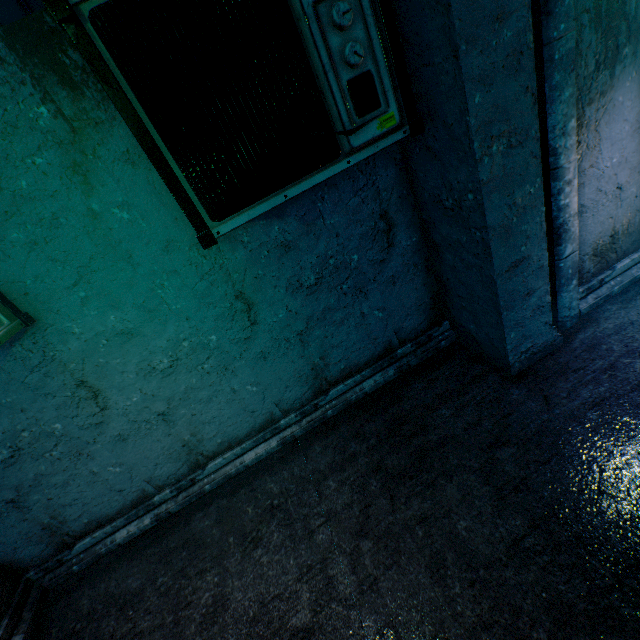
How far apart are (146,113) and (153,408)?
1.9 meters

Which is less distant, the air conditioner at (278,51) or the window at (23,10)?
the air conditioner at (278,51)

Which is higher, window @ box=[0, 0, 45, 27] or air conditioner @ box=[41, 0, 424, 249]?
window @ box=[0, 0, 45, 27]

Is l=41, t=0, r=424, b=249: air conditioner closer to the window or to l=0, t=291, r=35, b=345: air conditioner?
l=0, t=291, r=35, b=345: air conditioner

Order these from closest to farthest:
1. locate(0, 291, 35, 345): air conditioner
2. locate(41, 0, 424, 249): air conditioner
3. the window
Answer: locate(41, 0, 424, 249): air conditioner < locate(0, 291, 35, 345): air conditioner < the window

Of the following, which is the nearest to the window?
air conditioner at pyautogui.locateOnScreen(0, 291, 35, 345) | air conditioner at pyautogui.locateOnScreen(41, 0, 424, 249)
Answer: air conditioner at pyautogui.locateOnScreen(0, 291, 35, 345)

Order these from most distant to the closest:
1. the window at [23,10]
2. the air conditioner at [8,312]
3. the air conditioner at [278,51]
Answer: the window at [23,10], the air conditioner at [8,312], the air conditioner at [278,51]
